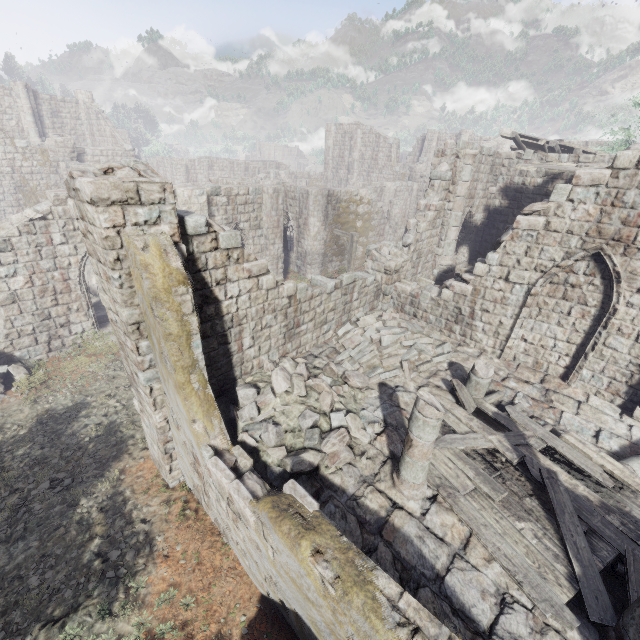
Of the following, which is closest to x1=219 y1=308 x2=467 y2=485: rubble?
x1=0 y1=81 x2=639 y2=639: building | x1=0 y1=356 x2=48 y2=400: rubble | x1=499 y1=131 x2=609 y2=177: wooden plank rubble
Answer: x1=0 y1=81 x2=639 y2=639: building

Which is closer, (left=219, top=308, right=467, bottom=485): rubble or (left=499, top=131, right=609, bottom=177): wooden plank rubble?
(left=219, top=308, right=467, bottom=485): rubble

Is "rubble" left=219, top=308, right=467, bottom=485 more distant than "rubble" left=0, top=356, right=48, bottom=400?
No

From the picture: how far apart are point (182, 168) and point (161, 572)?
38.5m

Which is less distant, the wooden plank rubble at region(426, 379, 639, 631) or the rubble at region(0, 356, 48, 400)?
the wooden plank rubble at region(426, 379, 639, 631)

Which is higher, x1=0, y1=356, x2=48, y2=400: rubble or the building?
the building

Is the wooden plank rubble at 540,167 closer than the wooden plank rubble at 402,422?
No

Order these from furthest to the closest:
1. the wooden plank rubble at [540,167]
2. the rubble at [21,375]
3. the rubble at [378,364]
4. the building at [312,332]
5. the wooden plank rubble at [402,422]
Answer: the wooden plank rubble at [540,167] → the rubble at [21,375] → the wooden plank rubble at [402,422] → the rubble at [378,364] → the building at [312,332]
